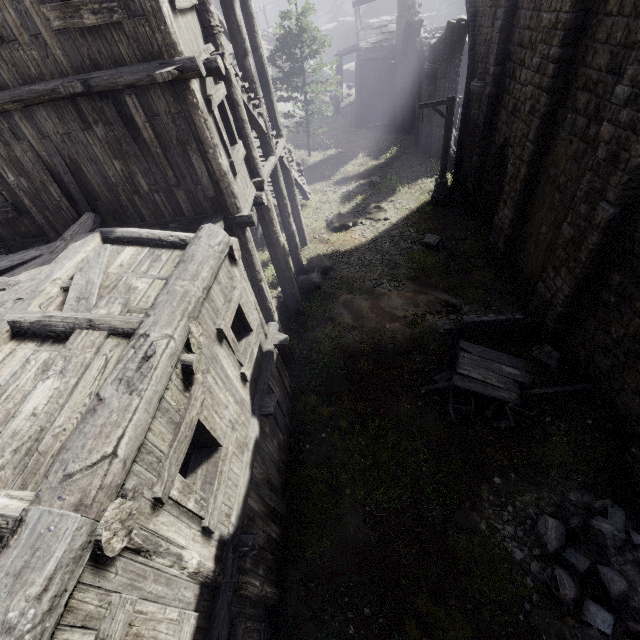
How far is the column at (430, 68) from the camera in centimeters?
1834cm

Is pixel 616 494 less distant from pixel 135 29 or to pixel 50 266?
pixel 50 266

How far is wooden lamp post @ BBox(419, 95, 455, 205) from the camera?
14.32m

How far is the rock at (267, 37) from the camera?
33.2 meters

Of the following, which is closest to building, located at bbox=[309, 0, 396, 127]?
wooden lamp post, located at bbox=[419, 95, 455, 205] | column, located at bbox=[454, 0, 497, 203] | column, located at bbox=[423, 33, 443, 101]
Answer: column, located at bbox=[454, 0, 497, 203]

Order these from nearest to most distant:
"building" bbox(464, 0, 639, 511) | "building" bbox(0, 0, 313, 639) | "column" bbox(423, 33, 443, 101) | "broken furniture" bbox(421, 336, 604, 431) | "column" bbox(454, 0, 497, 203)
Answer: "building" bbox(0, 0, 313, 639), "building" bbox(464, 0, 639, 511), "broken furniture" bbox(421, 336, 604, 431), "column" bbox(454, 0, 497, 203), "column" bbox(423, 33, 443, 101)

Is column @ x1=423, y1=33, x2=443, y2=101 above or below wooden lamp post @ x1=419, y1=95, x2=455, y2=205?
above

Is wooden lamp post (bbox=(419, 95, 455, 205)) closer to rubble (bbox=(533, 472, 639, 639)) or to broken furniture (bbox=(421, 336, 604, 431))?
broken furniture (bbox=(421, 336, 604, 431))
